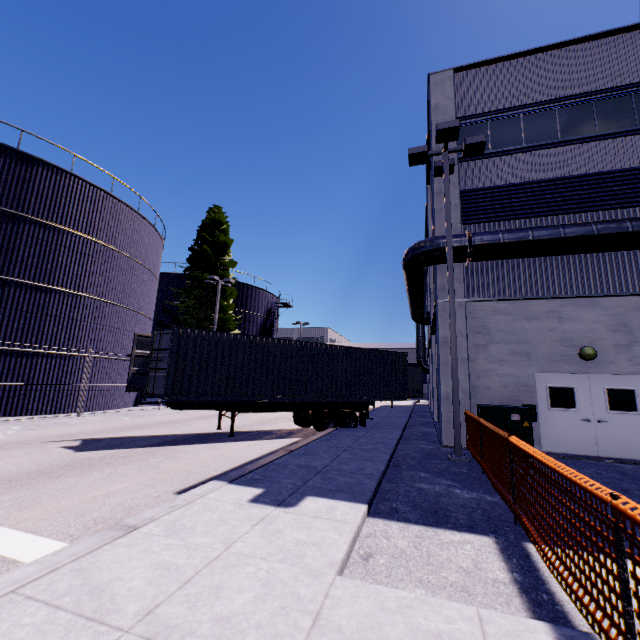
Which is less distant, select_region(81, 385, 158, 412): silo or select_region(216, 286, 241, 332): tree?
select_region(81, 385, 158, 412): silo

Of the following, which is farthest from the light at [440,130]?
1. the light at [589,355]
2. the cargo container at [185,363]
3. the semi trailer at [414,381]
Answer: the semi trailer at [414,381]

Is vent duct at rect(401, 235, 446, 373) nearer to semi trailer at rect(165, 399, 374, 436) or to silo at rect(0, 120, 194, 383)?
silo at rect(0, 120, 194, 383)

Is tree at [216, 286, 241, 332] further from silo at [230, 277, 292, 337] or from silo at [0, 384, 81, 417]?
silo at [230, 277, 292, 337]

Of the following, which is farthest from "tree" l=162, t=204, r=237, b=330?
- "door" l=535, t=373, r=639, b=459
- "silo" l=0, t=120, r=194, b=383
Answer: "door" l=535, t=373, r=639, b=459

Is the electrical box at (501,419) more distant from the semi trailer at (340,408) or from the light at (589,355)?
the semi trailer at (340,408)

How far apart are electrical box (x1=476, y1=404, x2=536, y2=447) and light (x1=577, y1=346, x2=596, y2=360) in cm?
284

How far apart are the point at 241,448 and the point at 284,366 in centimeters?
354cm
